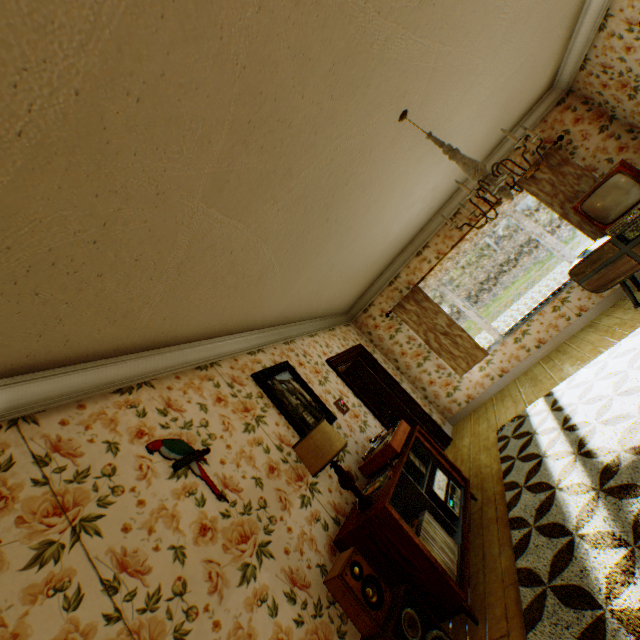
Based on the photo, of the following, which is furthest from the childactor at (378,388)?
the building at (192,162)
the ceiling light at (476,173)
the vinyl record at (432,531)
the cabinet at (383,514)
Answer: the ceiling light at (476,173)

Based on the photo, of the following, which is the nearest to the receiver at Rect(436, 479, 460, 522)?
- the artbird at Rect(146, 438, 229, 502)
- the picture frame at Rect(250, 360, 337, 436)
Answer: the picture frame at Rect(250, 360, 337, 436)

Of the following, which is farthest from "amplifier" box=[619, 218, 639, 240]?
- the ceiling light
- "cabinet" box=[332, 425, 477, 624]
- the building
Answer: "cabinet" box=[332, 425, 477, 624]

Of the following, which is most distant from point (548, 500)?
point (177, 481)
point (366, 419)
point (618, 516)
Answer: point (177, 481)

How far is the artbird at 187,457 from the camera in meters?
2.3

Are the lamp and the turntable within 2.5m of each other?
yes

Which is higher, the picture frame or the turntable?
the picture frame

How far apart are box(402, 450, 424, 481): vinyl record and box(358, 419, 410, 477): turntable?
0.2 meters
